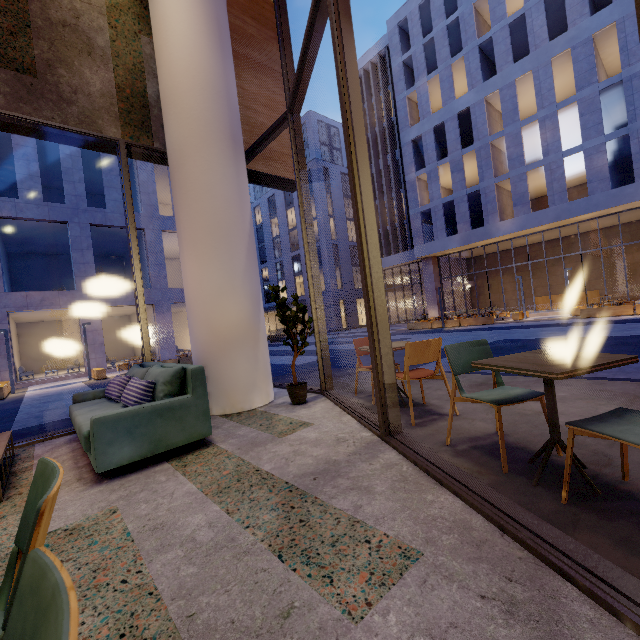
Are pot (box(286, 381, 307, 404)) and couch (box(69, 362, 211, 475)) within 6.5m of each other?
yes

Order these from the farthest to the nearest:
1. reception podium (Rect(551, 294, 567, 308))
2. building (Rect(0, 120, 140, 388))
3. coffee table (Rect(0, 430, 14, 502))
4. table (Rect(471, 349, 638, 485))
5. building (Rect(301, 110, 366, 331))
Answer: building (Rect(301, 110, 366, 331))
reception podium (Rect(551, 294, 567, 308))
building (Rect(0, 120, 140, 388))
coffee table (Rect(0, 430, 14, 502))
table (Rect(471, 349, 638, 485))

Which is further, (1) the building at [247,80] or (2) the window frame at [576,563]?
(1) the building at [247,80]

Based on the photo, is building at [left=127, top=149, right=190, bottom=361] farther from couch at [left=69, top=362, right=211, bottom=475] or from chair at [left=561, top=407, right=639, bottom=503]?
chair at [left=561, top=407, right=639, bottom=503]

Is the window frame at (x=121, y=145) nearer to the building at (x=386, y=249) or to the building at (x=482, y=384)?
the building at (x=482, y=384)

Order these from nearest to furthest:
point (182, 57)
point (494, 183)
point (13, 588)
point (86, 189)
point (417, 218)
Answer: point (13, 588)
point (182, 57)
point (494, 183)
point (86, 189)
point (417, 218)

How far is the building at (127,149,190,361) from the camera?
21.1m

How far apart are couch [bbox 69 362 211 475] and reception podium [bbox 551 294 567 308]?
29.2 meters
